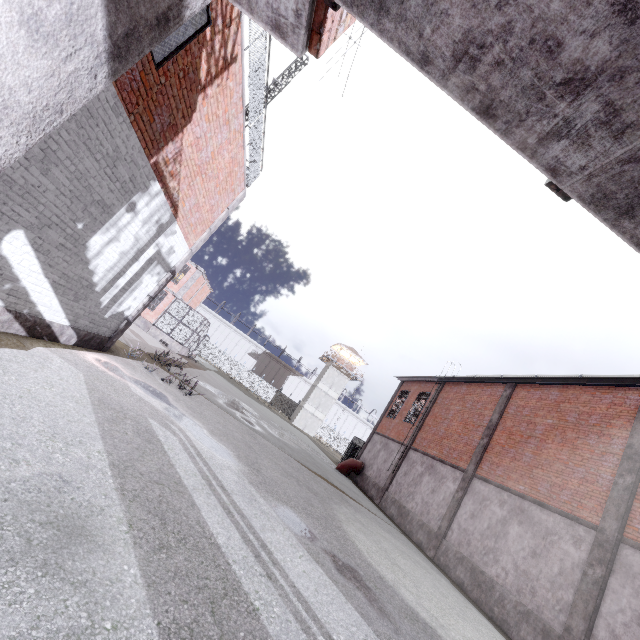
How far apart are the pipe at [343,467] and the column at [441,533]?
9.7 meters

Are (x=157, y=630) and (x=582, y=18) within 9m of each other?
yes

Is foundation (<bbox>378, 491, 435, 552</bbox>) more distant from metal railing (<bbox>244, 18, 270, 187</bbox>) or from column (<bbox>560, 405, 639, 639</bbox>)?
metal railing (<bbox>244, 18, 270, 187</bbox>)

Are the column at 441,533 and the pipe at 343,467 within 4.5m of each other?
no

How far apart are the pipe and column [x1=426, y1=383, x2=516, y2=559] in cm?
966

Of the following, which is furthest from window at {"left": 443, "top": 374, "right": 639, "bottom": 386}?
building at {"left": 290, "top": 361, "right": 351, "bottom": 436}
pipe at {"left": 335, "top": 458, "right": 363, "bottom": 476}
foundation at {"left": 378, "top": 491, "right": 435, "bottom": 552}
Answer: building at {"left": 290, "top": 361, "right": 351, "bottom": 436}

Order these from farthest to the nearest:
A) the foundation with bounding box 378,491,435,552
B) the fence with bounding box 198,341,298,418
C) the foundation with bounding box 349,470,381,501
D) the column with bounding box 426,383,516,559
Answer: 1. the fence with bounding box 198,341,298,418
2. the foundation with bounding box 349,470,381,501
3. the foundation with bounding box 378,491,435,552
4. the column with bounding box 426,383,516,559

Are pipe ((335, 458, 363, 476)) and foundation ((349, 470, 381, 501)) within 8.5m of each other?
yes
